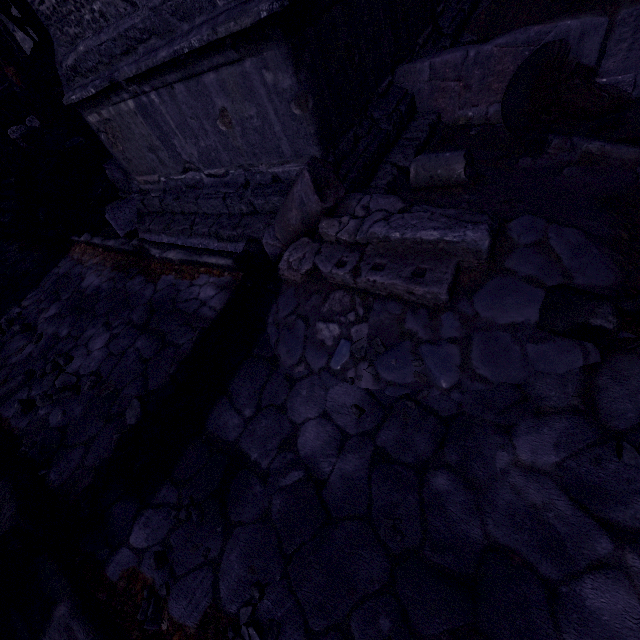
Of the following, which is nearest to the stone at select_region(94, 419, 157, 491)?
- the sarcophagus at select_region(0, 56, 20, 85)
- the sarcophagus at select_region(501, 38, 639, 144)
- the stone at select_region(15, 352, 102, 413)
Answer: the stone at select_region(15, 352, 102, 413)

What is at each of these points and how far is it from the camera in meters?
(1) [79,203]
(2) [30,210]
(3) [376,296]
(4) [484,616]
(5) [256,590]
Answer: (1) column piece, 5.9 m
(2) entablature, 6.4 m
(3) column piece, 2.1 m
(4) relief sculpture, 1.3 m
(5) stone, 1.5 m

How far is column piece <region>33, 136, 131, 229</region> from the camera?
5.4 meters

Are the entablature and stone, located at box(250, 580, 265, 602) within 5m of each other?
no

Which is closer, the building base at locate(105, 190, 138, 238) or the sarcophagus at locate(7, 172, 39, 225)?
the building base at locate(105, 190, 138, 238)

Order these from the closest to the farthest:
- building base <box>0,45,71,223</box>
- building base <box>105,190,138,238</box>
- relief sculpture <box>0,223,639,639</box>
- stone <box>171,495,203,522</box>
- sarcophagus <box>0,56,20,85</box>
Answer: relief sculpture <box>0,223,639,639</box>
stone <box>171,495,203,522</box>
building base <box>105,190,138,238</box>
building base <box>0,45,71,223</box>
sarcophagus <box>0,56,20,85</box>

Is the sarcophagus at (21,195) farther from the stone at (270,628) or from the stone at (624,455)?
the stone at (624,455)

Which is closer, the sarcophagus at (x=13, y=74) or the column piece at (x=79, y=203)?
the column piece at (x=79, y=203)
